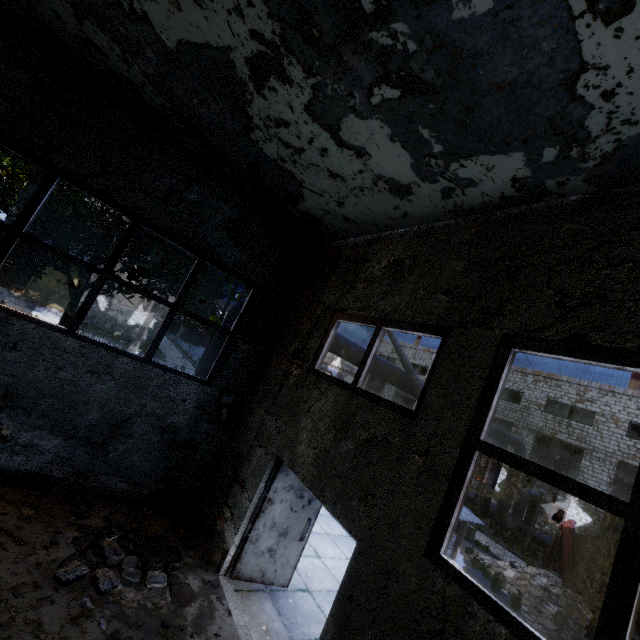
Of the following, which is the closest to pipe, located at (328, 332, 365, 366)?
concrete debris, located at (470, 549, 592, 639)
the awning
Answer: the awning

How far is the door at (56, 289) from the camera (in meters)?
22.28

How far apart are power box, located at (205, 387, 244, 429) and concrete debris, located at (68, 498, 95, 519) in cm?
193

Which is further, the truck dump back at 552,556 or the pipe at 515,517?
the pipe at 515,517

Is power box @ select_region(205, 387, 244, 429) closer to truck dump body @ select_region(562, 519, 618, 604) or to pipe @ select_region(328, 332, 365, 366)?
pipe @ select_region(328, 332, 365, 366)

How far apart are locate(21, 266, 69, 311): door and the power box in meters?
22.9 m

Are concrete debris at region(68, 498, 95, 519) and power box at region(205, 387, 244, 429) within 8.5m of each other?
yes

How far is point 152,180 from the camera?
6.0 meters
